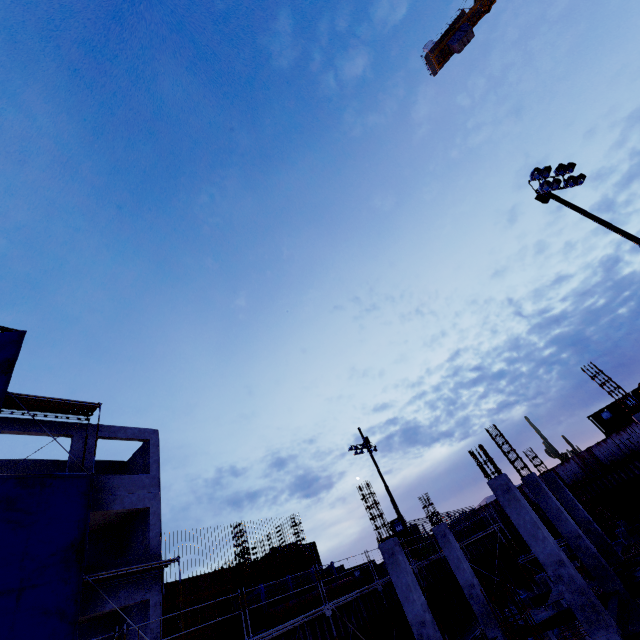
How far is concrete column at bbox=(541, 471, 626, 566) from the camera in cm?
1510

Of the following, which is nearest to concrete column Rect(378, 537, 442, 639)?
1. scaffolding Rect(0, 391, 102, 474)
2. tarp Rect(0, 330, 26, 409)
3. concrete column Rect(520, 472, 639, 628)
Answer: concrete column Rect(520, 472, 639, 628)

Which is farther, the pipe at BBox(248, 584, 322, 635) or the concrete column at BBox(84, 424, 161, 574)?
the concrete column at BBox(84, 424, 161, 574)

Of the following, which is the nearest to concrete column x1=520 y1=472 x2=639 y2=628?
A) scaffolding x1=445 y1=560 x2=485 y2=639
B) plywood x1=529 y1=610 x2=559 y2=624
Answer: plywood x1=529 y1=610 x2=559 y2=624

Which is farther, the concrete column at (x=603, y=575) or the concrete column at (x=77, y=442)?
the concrete column at (x=77, y=442)

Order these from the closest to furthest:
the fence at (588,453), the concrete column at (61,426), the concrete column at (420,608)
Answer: the concrete column at (420,608)
the concrete column at (61,426)
the fence at (588,453)

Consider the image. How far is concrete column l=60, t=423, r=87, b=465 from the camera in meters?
16.7 m

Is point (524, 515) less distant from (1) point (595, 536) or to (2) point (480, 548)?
(1) point (595, 536)
